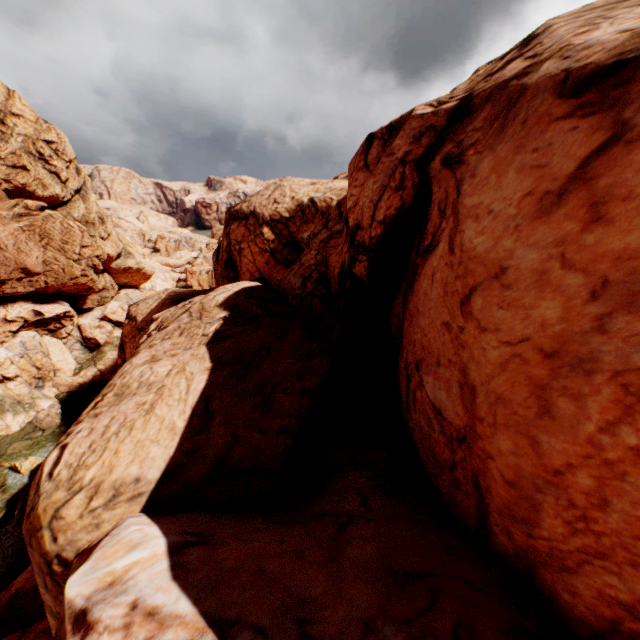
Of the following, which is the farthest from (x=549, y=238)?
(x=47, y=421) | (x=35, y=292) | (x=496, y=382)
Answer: (x=35, y=292)
